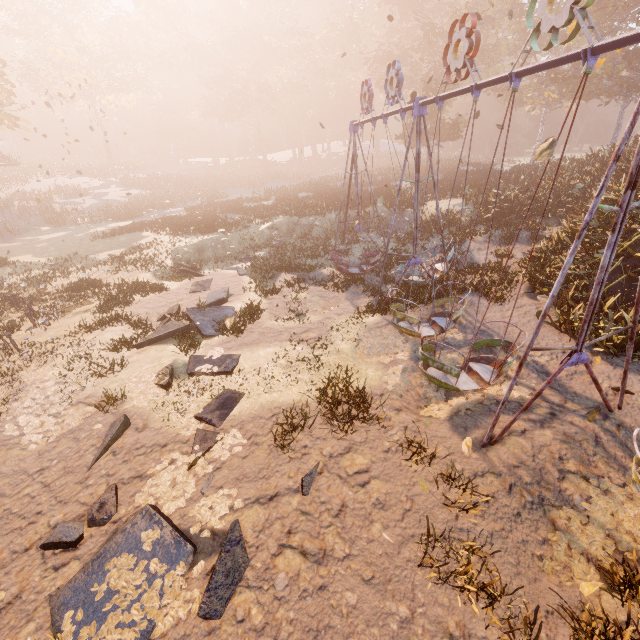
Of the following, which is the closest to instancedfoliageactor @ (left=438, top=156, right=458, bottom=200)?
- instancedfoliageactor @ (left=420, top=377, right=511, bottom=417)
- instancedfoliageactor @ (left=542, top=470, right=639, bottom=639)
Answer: instancedfoliageactor @ (left=420, top=377, right=511, bottom=417)

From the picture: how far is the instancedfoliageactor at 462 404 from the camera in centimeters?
742cm

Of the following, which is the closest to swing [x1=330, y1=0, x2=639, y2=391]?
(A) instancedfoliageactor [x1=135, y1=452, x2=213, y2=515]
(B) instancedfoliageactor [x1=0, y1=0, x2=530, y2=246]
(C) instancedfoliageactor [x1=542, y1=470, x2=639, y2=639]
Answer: (C) instancedfoliageactor [x1=542, y1=470, x2=639, y2=639]

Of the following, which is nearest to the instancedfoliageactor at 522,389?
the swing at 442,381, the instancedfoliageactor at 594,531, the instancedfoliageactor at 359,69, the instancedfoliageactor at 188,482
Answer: the swing at 442,381

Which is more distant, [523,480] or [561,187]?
[561,187]

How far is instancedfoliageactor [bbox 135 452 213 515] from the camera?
5.8m

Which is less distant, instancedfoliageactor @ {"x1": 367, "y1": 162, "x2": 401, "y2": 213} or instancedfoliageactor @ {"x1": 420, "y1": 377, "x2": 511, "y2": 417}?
instancedfoliageactor @ {"x1": 420, "y1": 377, "x2": 511, "y2": 417}

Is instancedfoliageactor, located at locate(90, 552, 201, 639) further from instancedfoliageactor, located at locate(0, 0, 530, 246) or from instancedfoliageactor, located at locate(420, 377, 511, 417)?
instancedfoliageactor, located at locate(0, 0, 530, 246)
